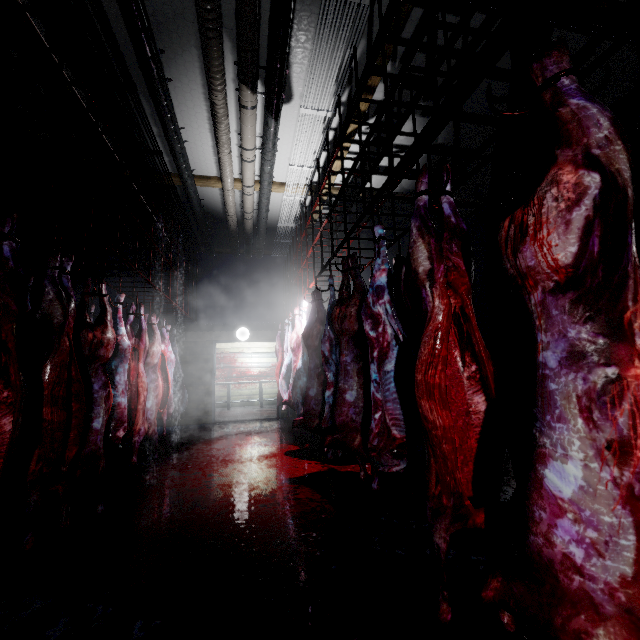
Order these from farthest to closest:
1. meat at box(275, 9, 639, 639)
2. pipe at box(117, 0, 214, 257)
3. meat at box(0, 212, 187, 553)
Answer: pipe at box(117, 0, 214, 257) → meat at box(0, 212, 187, 553) → meat at box(275, 9, 639, 639)

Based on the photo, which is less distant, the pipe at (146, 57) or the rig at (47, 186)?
the rig at (47, 186)

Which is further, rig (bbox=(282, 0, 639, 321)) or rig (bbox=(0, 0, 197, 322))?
rig (bbox=(0, 0, 197, 322))

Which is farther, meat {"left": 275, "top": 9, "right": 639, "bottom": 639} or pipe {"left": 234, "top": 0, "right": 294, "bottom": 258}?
pipe {"left": 234, "top": 0, "right": 294, "bottom": 258}

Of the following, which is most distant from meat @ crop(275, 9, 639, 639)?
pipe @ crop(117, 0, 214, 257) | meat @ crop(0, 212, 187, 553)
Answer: pipe @ crop(117, 0, 214, 257)

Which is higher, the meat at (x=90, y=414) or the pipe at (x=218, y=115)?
the pipe at (x=218, y=115)

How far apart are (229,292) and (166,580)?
6.7m

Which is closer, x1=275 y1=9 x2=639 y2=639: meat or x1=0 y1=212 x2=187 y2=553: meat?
x1=275 y1=9 x2=639 y2=639: meat
